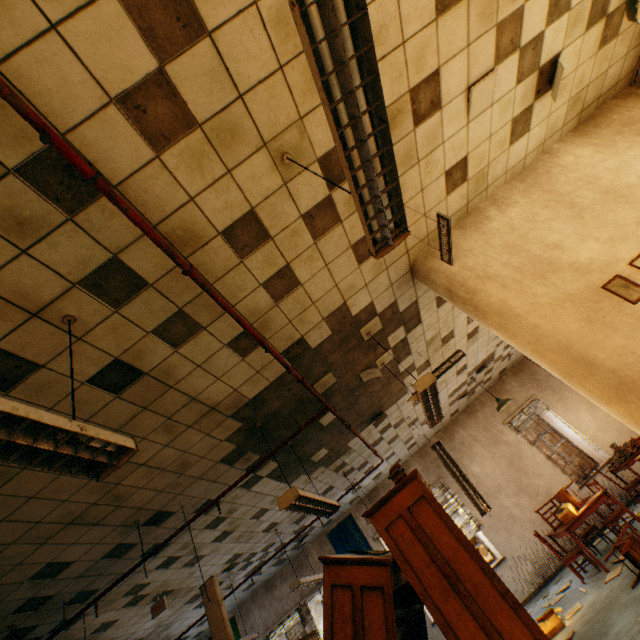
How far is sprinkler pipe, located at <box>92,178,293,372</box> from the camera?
1.8 meters

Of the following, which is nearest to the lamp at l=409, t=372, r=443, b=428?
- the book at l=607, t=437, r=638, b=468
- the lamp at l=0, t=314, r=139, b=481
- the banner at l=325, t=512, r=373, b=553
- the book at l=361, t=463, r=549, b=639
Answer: the book at l=361, t=463, r=549, b=639

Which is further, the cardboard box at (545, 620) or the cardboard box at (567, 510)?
the cardboard box at (567, 510)

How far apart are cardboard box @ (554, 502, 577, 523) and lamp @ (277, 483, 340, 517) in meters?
4.6 m

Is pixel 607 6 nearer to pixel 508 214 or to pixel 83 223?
pixel 508 214

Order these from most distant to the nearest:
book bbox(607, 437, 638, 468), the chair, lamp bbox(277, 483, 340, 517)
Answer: book bbox(607, 437, 638, 468), the chair, lamp bbox(277, 483, 340, 517)

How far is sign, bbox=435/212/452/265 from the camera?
2.97m

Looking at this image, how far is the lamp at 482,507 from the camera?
6.4 meters
